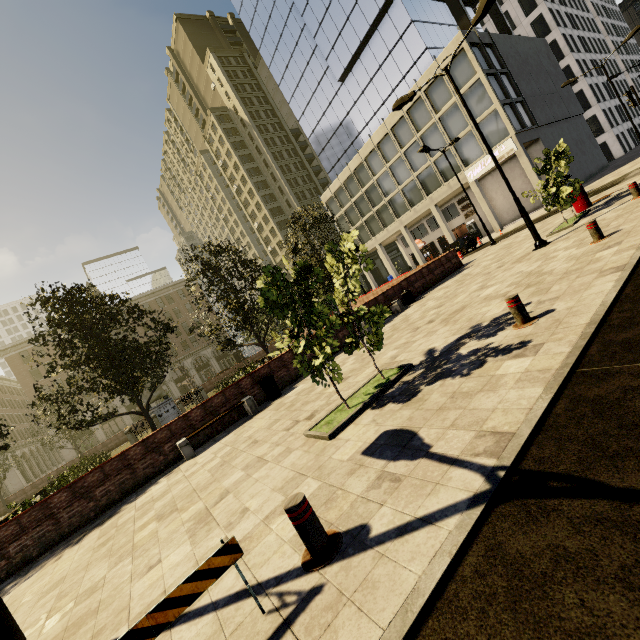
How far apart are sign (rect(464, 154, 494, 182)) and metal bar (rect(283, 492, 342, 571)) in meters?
34.7 m

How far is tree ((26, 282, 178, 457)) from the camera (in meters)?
11.72

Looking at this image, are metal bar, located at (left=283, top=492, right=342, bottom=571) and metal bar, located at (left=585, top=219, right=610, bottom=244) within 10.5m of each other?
yes

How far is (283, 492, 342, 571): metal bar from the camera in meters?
2.9

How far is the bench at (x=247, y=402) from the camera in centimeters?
981cm

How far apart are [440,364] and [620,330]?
2.6m

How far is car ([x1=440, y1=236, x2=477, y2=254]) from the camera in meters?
27.7 m

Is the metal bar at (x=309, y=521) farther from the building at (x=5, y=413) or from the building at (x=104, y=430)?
the building at (x=5, y=413)
